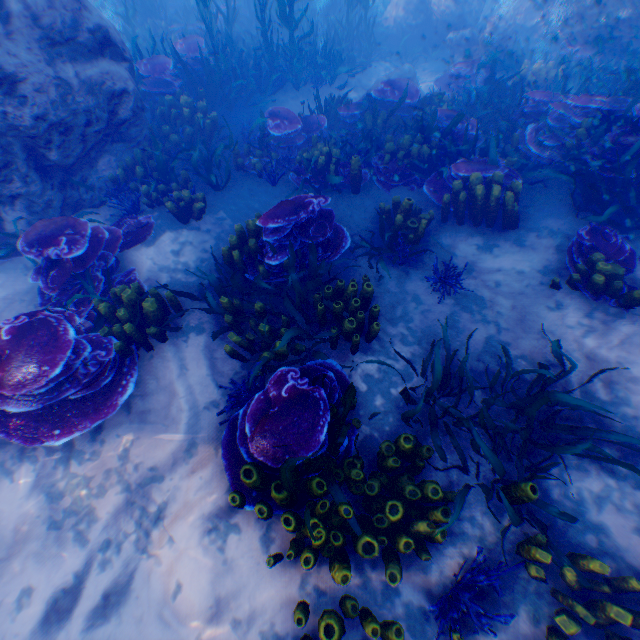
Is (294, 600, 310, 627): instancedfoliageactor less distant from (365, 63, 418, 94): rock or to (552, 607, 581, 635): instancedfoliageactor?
(552, 607, 581, 635): instancedfoliageactor

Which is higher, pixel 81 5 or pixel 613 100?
pixel 81 5

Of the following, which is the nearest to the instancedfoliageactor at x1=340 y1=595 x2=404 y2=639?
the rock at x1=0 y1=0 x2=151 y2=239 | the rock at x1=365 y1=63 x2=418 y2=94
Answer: the rock at x1=0 y1=0 x2=151 y2=239

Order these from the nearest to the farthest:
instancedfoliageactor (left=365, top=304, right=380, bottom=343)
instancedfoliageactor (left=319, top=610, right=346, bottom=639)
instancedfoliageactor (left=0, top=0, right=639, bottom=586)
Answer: instancedfoliageactor (left=319, top=610, right=346, bottom=639), instancedfoliageactor (left=0, top=0, right=639, bottom=586), instancedfoliageactor (left=365, top=304, right=380, bottom=343)

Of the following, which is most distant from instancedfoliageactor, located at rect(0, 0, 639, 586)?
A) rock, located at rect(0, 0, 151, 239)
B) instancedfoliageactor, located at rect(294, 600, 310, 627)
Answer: instancedfoliageactor, located at rect(294, 600, 310, 627)

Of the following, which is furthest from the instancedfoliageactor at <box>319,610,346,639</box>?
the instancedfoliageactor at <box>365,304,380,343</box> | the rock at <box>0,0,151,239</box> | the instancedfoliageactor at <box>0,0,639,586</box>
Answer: the instancedfoliageactor at <box>0,0,639,586</box>

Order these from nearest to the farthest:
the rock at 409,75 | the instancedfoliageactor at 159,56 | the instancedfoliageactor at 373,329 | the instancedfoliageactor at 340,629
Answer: the instancedfoliageactor at 340,629, the instancedfoliageactor at 159,56, the instancedfoliageactor at 373,329, the rock at 409,75

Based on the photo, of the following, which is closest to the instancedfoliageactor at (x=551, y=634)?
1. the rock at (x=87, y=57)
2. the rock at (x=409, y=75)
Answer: the rock at (x=87, y=57)
